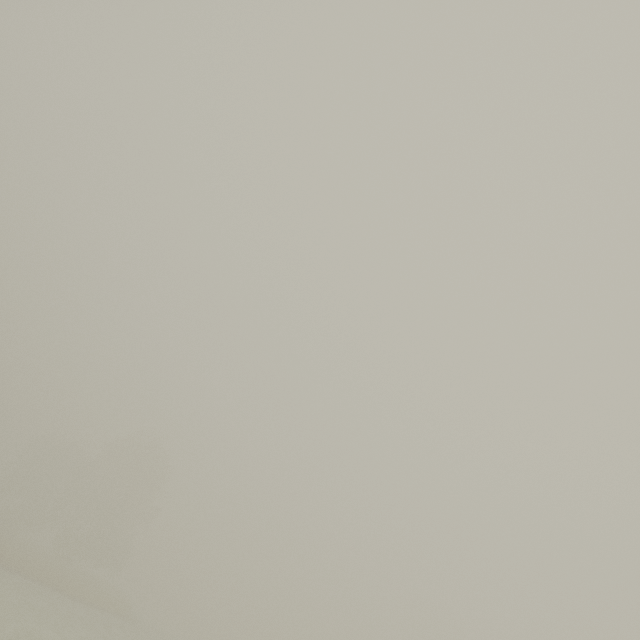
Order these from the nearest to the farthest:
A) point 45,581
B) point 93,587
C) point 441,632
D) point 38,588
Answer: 1. point 38,588
2. point 45,581
3. point 93,587
4. point 441,632
